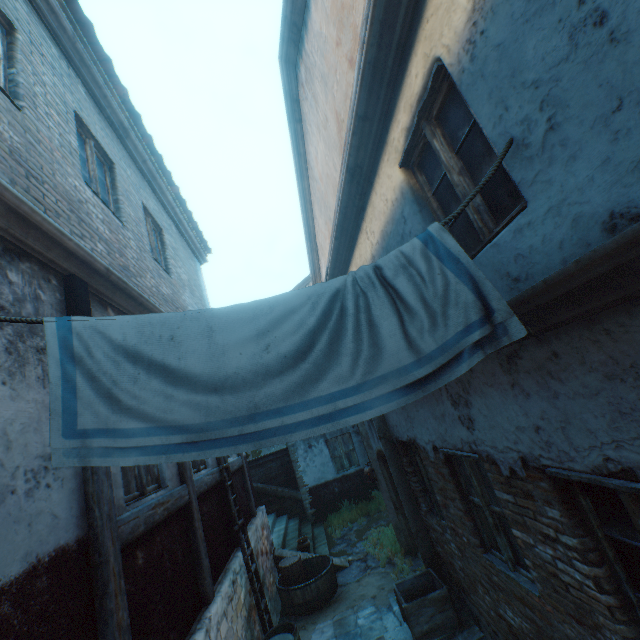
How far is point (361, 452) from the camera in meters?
12.7 m

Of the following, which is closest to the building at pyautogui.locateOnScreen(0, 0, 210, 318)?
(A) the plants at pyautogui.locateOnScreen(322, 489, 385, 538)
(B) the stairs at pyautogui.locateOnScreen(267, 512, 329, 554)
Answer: (B) the stairs at pyautogui.locateOnScreen(267, 512, 329, 554)

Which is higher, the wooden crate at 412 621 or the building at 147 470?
the building at 147 470

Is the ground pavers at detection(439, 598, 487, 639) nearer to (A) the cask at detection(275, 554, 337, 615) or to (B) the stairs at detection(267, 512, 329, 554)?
(A) the cask at detection(275, 554, 337, 615)

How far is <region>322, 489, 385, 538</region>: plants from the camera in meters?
10.8

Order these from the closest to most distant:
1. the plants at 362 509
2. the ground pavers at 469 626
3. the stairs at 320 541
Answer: the ground pavers at 469 626 → the stairs at 320 541 → the plants at 362 509

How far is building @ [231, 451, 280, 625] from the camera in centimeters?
663cm
